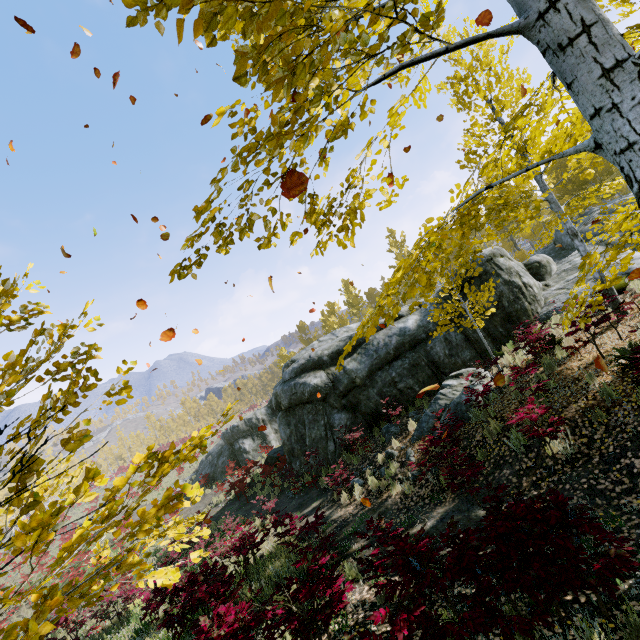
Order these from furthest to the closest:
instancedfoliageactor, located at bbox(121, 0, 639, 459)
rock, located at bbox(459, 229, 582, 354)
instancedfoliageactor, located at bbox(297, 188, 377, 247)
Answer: rock, located at bbox(459, 229, 582, 354) → instancedfoliageactor, located at bbox(297, 188, 377, 247) → instancedfoliageactor, located at bbox(121, 0, 639, 459)

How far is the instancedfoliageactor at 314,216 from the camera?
2.5m

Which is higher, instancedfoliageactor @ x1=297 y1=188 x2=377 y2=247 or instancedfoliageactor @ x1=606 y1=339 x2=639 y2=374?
instancedfoliageactor @ x1=297 y1=188 x2=377 y2=247

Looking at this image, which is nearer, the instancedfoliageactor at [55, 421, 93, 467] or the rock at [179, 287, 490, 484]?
the instancedfoliageactor at [55, 421, 93, 467]

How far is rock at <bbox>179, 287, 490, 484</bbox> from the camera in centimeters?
1263cm

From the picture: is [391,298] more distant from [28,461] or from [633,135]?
[28,461]

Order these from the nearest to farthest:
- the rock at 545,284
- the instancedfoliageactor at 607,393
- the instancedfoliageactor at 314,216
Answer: the instancedfoliageactor at 314,216 < the instancedfoliageactor at 607,393 < the rock at 545,284
